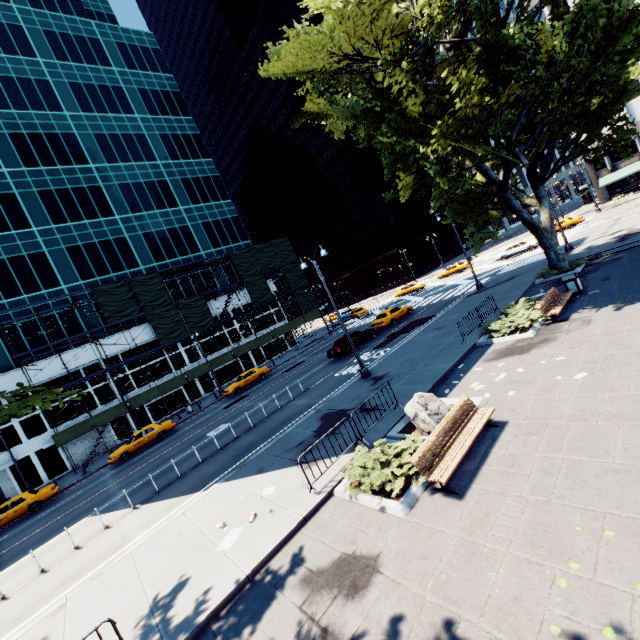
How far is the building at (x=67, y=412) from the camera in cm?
3150

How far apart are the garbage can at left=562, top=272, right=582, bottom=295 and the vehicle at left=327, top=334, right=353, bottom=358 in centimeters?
1439cm

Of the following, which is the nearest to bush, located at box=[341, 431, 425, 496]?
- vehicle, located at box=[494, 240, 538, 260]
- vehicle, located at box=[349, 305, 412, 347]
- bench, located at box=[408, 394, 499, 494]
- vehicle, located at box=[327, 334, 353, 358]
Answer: bench, located at box=[408, 394, 499, 494]

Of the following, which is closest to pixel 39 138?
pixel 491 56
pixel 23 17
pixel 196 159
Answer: pixel 23 17

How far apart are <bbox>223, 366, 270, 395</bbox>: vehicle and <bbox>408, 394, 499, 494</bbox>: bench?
26.4m

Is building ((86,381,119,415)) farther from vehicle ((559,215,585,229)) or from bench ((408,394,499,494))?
vehicle ((559,215,585,229))

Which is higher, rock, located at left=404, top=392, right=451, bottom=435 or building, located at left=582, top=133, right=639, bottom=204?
building, located at left=582, top=133, right=639, bottom=204

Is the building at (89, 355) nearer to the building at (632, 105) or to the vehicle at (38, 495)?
the vehicle at (38, 495)
